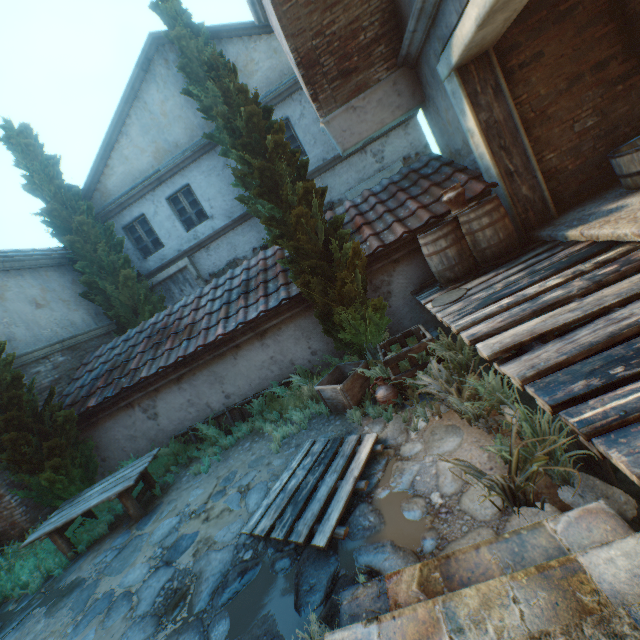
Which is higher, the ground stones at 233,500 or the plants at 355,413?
the plants at 355,413

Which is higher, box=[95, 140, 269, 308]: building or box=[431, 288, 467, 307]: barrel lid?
box=[95, 140, 269, 308]: building

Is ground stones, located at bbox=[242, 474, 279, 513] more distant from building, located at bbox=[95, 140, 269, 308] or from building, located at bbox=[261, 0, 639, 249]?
building, located at bbox=[95, 140, 269, 308]

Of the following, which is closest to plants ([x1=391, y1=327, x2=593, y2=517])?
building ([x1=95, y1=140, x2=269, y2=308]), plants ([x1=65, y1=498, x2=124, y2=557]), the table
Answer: the table

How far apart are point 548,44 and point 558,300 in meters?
4.8

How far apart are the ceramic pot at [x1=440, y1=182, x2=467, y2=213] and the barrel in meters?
0.0

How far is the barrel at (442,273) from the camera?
4.97m

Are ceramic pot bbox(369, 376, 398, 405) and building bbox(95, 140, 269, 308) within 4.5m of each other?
no
